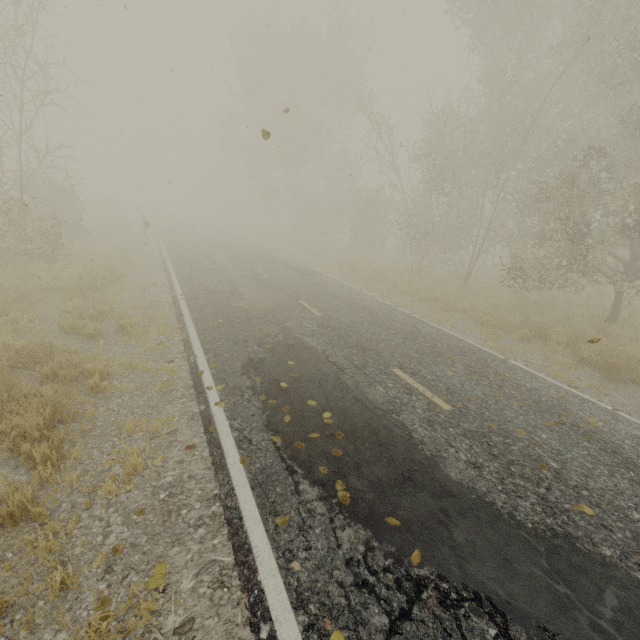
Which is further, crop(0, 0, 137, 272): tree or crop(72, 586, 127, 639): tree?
crop(0, 0, 137, 272): tree

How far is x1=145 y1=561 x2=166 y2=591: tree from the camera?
2.8 meters

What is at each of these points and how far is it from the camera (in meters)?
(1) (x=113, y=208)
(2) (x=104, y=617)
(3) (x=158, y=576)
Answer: (1) tree, 33.94
(2) tree, 2.59
(3) tree, 2.89

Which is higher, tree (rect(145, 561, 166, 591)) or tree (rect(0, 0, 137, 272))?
tree (rect(0, 0, 137, 272))

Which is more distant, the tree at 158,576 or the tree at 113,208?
the tree at 113,208

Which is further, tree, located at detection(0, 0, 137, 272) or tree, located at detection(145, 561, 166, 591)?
tree, located at detection(0, 0, 137, 272)

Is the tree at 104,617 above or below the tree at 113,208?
below

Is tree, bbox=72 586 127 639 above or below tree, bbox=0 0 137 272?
below
